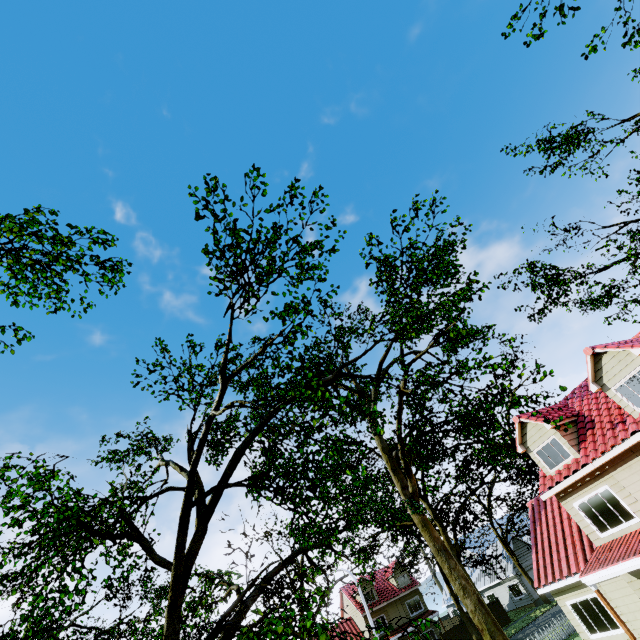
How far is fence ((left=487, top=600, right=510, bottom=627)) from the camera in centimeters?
3472cm

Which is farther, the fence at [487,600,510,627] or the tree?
the fence at [487,600,510,627]

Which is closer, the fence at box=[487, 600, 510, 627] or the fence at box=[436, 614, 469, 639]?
the fence at box=[436, 614, 469, 639]

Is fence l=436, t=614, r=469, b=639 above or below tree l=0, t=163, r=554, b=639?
below

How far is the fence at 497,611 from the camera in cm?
3472

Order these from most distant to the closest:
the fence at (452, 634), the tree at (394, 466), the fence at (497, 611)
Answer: the fence at (497, 611) → the fence at (452, 634) → the tree at (394, 466)

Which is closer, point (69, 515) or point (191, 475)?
point (69, 515)
